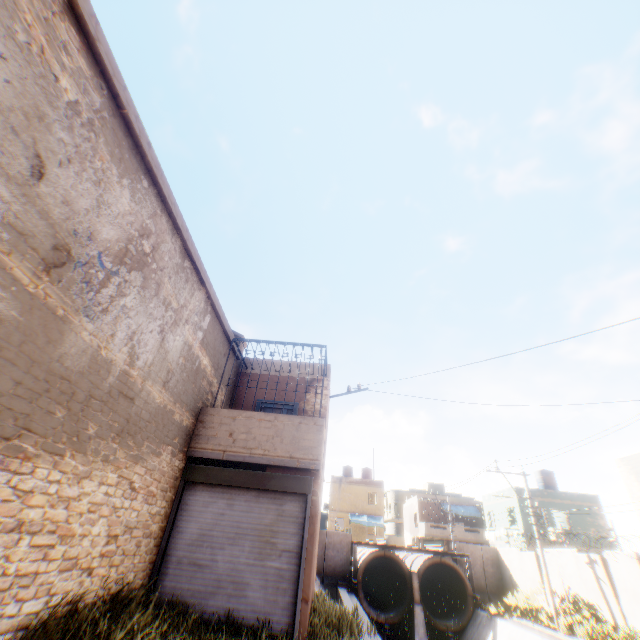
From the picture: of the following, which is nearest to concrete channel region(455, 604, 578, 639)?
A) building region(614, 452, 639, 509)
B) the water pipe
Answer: the water pipe

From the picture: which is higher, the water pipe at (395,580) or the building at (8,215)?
the building at (8,215)

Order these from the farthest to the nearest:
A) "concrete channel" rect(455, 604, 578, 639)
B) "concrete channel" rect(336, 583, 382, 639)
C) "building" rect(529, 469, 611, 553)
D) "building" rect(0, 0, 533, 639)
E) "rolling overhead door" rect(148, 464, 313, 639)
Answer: "building" rect(529, 469, 611, 553)
"concrete channel" rect(455, 604, 578, 639)
"concrete channel" rect(336, 583, 382, 639)
"rolling overhead door" rect(148, 464, 313, 639)
"building" rect(0, 0, 533, 639)

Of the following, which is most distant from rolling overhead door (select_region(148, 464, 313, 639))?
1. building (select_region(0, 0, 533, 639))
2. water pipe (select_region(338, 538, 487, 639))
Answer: water pipe (select_region(338, 538, 487, 639))

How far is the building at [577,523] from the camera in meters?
26.1

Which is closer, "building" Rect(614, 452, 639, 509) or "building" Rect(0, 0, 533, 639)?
"building" Rect(0, 0, 533, 639)

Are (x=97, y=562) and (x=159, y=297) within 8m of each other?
yes
